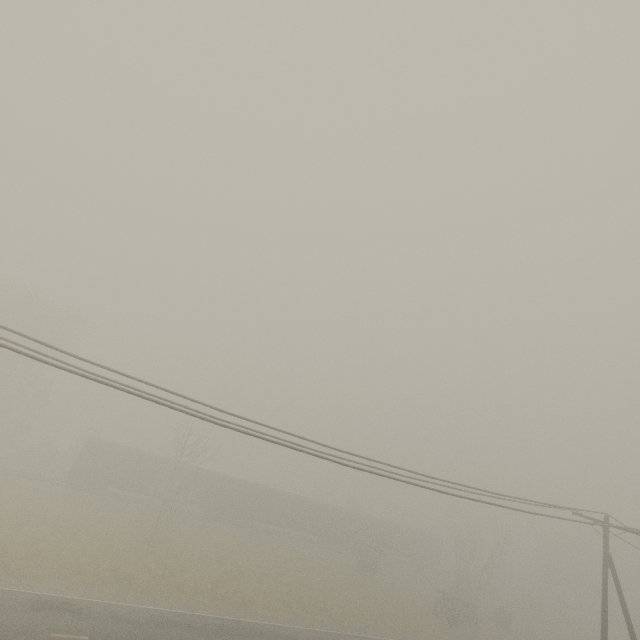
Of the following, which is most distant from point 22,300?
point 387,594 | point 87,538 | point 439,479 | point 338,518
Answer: point 387,594

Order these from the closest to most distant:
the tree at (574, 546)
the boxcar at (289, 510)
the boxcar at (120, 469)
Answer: the boxcar at (120, 469) < the boxcar at (289, 510) < the tree at (574, 546)

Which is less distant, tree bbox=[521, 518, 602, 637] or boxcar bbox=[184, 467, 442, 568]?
boxcar bbox=[184, 467, 442, 568]

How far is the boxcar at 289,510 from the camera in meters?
38.6 m

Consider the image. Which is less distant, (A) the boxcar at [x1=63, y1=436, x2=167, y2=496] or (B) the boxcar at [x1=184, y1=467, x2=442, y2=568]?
(A) the boxcar at [x1=63, y1=436, x2=167, y2=496]

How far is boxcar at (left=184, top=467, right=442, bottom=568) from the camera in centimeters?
3862cm
